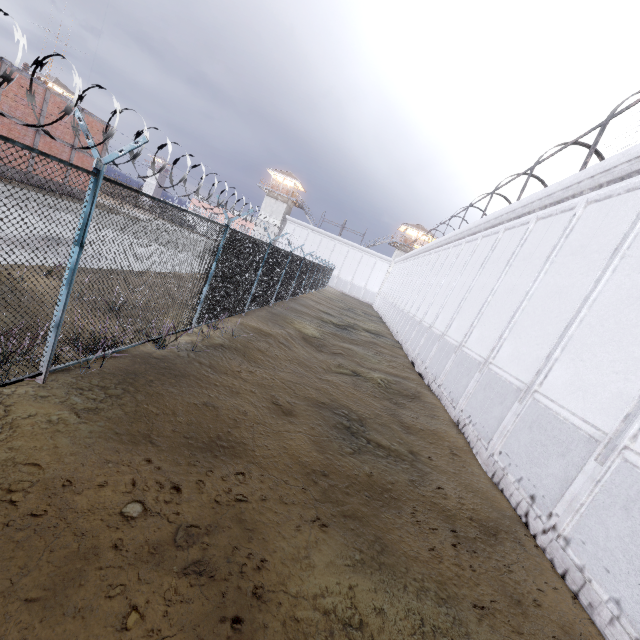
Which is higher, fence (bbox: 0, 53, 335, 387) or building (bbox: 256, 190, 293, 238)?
building (bbox: 256, 190, 293, 238)

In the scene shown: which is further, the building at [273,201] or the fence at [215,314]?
the building at [273,201]

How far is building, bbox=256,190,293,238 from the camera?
54.00m

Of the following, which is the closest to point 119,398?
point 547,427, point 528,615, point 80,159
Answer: point 528,615

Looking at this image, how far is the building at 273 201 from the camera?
54.0m

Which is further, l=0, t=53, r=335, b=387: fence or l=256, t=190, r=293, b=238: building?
l=256, t=190, r=293, b=238: building
